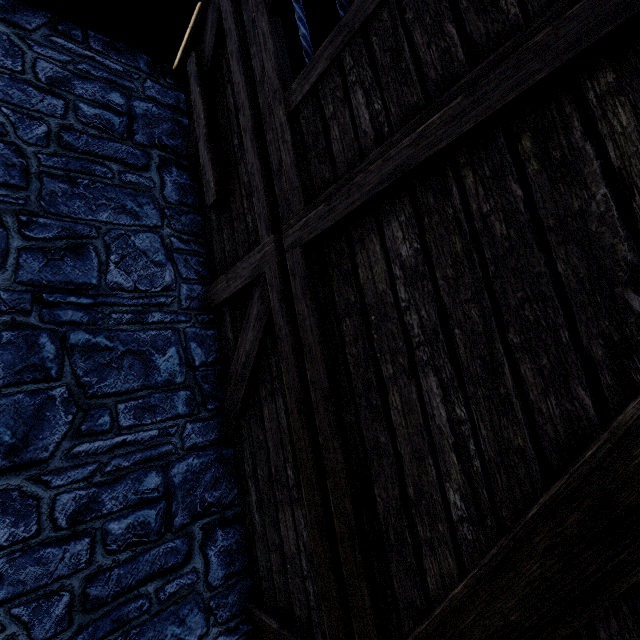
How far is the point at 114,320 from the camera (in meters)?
2.74

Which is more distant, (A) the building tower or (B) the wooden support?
(B) the wooden support

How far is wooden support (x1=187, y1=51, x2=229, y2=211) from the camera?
3.0 meters

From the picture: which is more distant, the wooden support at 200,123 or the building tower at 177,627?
the wooden support at 200,123

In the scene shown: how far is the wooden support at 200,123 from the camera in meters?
3.0 m
